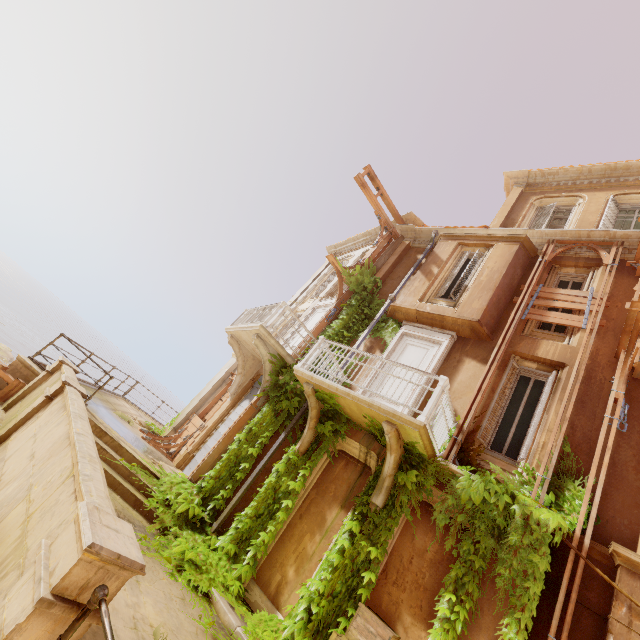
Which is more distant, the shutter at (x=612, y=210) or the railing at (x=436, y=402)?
the shutter at (x=612, y=210)

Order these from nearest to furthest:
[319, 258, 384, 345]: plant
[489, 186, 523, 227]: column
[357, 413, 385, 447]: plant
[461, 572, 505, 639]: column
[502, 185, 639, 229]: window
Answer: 1. [461, 572, 505, 639]: column
2. [357, 413, 385, 447]: plant
3. [502, 185, 639, 229]: window
4. [319, 258, 384, 345]: plant
5. [489, 186, 523, 227]: column

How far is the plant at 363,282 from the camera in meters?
11.0

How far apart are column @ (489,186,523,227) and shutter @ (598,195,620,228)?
2.7m

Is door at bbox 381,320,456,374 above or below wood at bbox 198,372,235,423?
above

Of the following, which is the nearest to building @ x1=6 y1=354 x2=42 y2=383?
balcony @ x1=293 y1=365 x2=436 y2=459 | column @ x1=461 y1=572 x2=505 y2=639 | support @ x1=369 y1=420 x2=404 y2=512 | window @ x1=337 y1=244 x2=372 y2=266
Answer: column @ x1=461 y1=572 x2=505 y2=639

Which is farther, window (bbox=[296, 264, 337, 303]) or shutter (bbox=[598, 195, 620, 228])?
window (bbox=[296, 264, 337, 303])

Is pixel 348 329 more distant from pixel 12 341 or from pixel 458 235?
pixel 12 341
